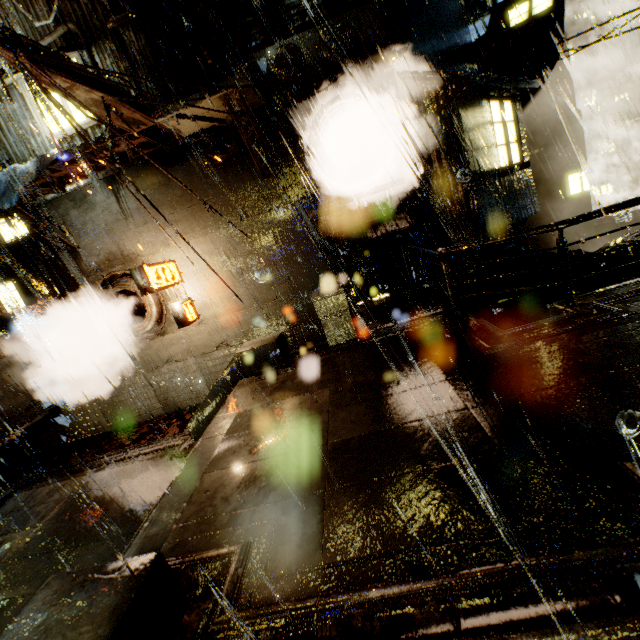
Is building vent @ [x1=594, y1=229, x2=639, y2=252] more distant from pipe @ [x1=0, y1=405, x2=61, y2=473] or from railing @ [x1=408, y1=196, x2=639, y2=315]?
pipe @ [x1=0, y1=405, x2=61, y2=473]

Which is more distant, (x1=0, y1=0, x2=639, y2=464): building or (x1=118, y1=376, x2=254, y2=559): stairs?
(x1=0, y1=0, x2=639, y2=464): building

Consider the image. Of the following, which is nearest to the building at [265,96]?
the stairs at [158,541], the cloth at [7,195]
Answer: the cloth at [7,195]

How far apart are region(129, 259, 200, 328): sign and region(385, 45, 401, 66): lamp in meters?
8.4 m

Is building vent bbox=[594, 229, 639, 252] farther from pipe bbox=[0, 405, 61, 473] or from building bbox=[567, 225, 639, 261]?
pipe bbox=[0, 405, 61, 473]

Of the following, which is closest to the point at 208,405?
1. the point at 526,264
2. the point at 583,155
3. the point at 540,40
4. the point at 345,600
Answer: the point at 345,600

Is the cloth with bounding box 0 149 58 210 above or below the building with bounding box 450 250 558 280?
above

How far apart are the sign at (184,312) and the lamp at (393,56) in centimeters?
845cm
